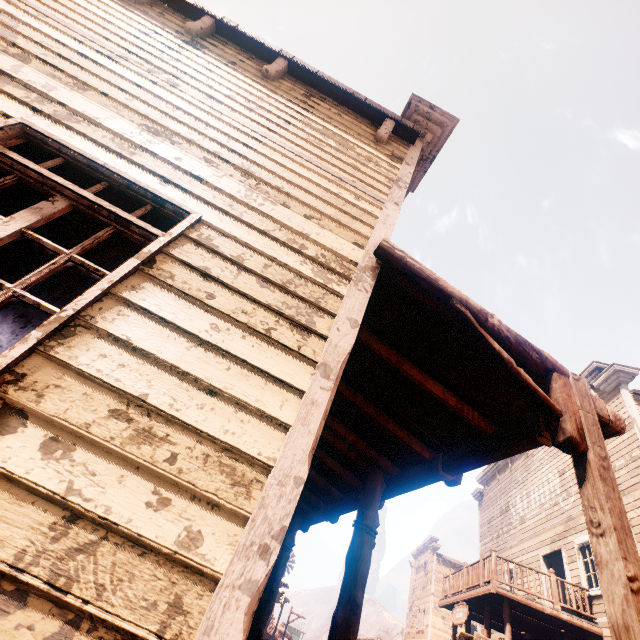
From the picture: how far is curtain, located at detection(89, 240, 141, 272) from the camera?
1.98m

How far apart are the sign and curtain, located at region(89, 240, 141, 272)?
16.1m

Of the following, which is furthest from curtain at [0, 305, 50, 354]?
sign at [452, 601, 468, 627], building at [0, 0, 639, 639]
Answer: sign at [452, 601, 468, 627]

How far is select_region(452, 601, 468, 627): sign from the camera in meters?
11.9 m

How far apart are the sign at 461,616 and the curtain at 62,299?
16.1 meters

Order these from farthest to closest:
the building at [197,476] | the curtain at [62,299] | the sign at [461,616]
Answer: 1. the sign at [461,616]
2. the curtain at [62,299]
3. the building at [197,476]

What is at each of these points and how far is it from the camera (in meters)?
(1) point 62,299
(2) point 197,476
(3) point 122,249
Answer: (1) curtain, 1.77
(2) building, 1.35
(3) curtain, 2.10
